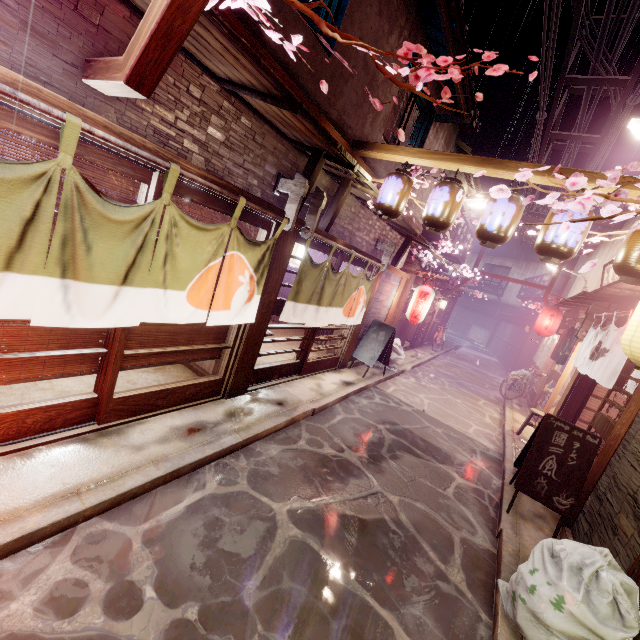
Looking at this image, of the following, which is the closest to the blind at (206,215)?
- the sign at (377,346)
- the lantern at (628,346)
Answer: the lantern at (628,346)

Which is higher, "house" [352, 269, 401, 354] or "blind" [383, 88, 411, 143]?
"blind" [383, 88, 411, 143]

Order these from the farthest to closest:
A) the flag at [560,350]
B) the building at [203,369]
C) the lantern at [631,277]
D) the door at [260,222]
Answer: the flag at [560,350], the building at [203,369], the door at [260,222], the lantern at [631,277]

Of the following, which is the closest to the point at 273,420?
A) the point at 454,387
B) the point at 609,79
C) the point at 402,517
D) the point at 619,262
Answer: the point at 402,517

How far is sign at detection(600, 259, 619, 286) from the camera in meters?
16.3

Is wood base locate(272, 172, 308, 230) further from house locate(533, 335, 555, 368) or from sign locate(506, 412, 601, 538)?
house locate(533, 335, 555, 368)

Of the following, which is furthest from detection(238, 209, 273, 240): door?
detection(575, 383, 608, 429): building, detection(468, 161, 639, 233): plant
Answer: detection(575, 383, 608, 429): building

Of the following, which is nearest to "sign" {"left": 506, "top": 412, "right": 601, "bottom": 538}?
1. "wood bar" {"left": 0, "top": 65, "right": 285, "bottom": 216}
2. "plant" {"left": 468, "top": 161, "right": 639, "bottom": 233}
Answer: "plant" {"left": 468, "top": 161, "right": 639, "bottom": 233}
